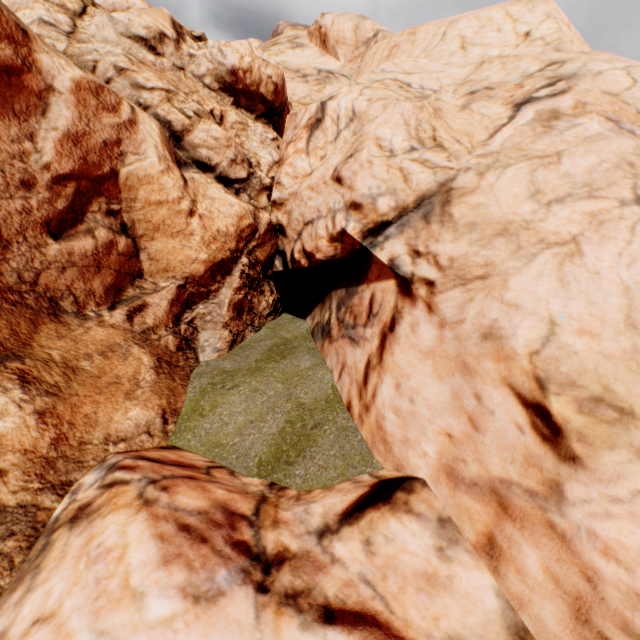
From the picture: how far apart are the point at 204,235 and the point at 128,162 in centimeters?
256cm
